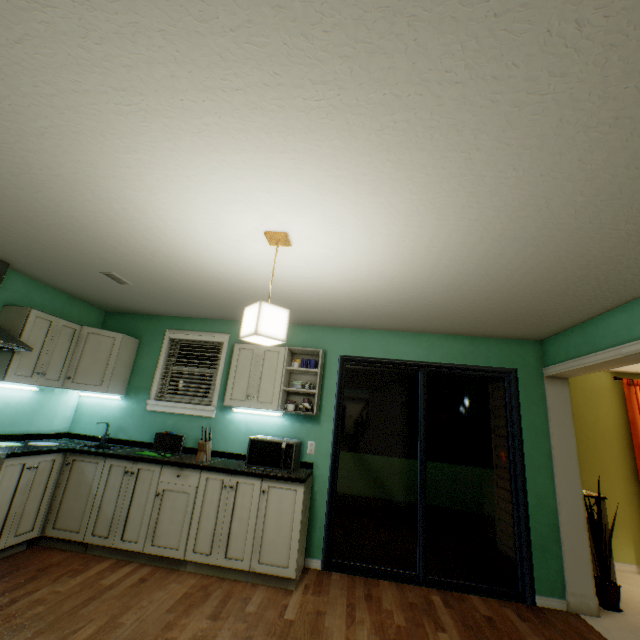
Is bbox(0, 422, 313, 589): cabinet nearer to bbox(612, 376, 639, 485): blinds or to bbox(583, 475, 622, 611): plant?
bbox(583, 475, 622, 611): plant

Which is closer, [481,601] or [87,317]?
[481,601]

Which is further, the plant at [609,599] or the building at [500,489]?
the building at [500,489]

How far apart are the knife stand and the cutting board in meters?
0.3 m

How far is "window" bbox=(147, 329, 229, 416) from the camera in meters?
3.8 m

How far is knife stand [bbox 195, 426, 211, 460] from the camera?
3.25m

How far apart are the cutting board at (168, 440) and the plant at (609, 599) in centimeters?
422cm

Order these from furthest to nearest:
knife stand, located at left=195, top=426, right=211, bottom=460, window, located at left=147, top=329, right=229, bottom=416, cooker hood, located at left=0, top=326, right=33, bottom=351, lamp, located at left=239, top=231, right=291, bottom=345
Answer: window, located at left=147, top=329, right=229, bottom=416 → knife stand, located at left=195, top=426, right=211, bottom=460 → cooker hood, located at left=0, top=326, right=33, bottom=351 → lamp, located at left=239, top=231, right=291, bottom=345
